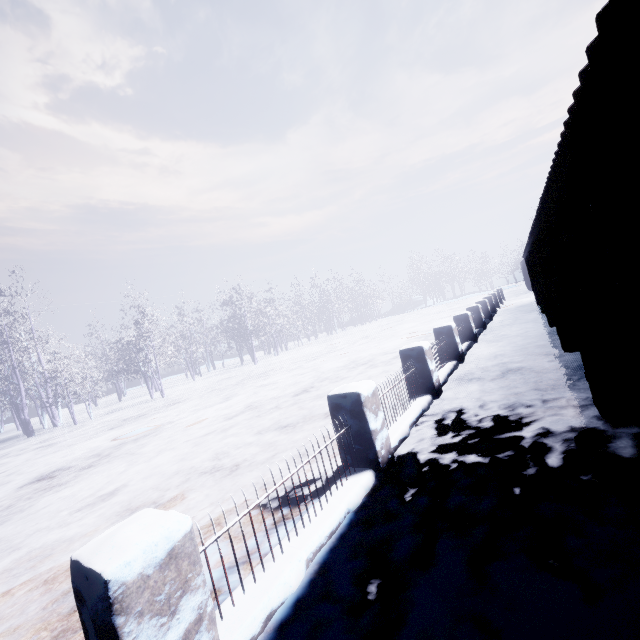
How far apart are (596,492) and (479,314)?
9.8 meters
